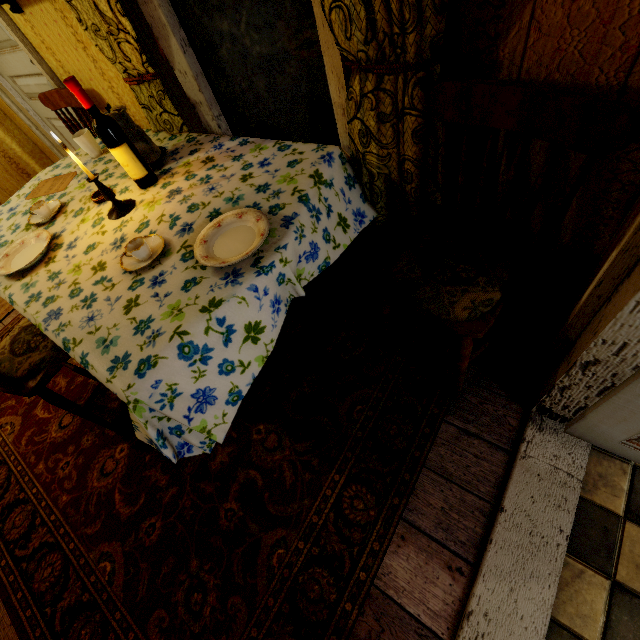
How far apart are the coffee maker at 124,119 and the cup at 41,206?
0.5 meters

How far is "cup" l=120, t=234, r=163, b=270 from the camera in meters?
1.2 m

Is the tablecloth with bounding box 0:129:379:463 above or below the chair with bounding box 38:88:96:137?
below

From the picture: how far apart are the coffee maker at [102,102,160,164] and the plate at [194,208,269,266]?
0.8 meters

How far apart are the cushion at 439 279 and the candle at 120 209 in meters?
1.3

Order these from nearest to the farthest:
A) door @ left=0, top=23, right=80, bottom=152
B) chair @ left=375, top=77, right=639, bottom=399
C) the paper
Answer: chair @ left=375, top=77, right=639, bottom=399
the paper
door @ left=0, top=23, right=80, bottom=152

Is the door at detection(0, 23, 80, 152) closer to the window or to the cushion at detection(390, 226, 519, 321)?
the window

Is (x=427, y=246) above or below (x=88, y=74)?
below
